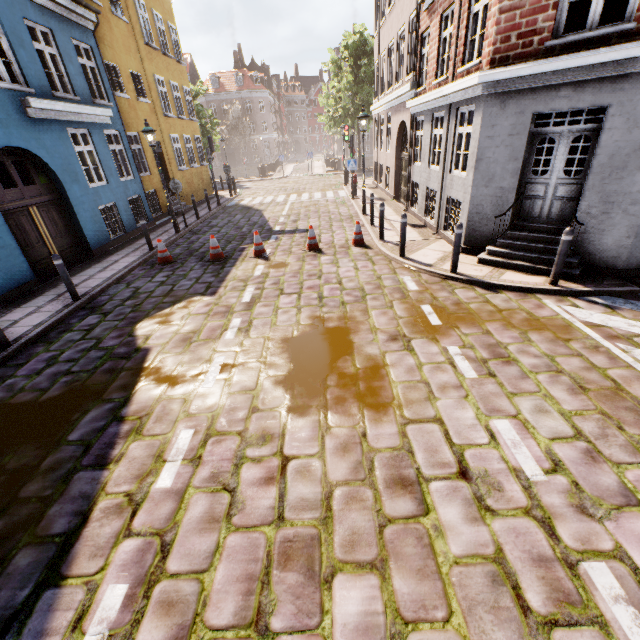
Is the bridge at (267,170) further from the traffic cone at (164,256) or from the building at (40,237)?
the traffic cone at (164,256)

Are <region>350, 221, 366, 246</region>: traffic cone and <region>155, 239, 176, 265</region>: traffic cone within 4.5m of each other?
no

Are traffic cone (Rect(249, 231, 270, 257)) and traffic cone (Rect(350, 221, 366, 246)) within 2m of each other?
no

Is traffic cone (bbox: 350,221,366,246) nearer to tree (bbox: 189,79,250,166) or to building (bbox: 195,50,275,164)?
tree (bbox: 189,79,250,166)

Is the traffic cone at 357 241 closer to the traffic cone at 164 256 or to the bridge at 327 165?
the traffic cone at 164 256

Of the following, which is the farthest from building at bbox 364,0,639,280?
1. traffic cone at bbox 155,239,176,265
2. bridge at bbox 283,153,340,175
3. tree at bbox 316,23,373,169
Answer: traffic cone at bbox 155,239,176,265

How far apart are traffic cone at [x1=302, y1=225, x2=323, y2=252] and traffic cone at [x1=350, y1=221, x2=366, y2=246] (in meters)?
0.88

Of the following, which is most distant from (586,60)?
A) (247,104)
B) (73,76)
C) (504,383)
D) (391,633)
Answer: (247,104)
